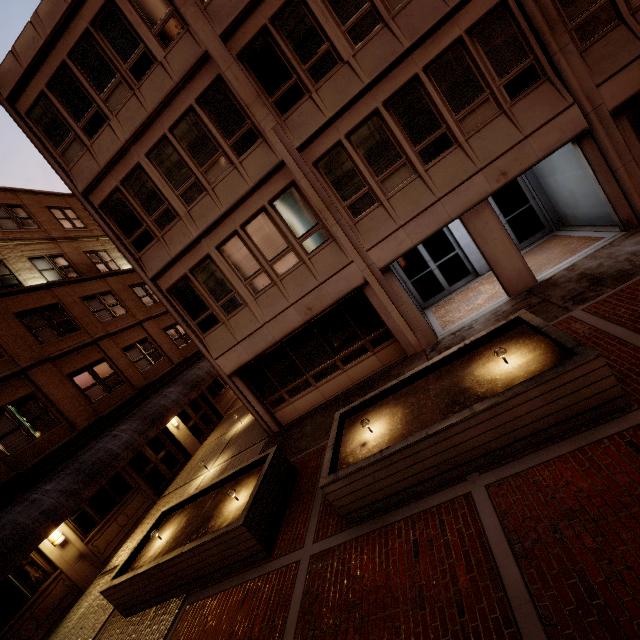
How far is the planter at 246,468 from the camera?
6.86m

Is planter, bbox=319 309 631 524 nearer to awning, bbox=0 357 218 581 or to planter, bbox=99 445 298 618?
planter, bbox=99 445 298 618

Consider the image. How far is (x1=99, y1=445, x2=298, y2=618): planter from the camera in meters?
6.9 m

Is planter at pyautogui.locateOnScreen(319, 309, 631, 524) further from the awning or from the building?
the awning

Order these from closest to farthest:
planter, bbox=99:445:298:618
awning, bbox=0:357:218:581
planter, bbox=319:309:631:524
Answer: planter, bbox=319:309:631:524 < planter, bbox=99:445:298:618 < awning, bbox=0:357:218:581

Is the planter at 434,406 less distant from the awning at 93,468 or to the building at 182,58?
the building at 182,58

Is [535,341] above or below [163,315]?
below
